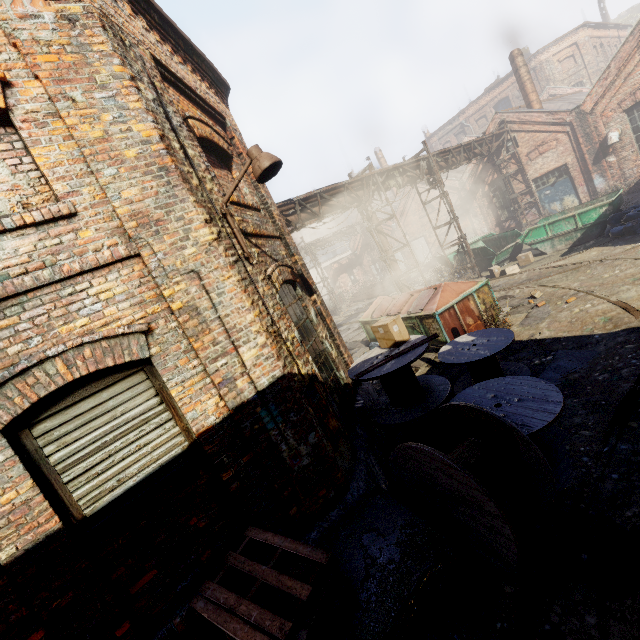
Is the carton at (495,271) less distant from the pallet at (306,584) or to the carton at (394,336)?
the carton at (394,336)

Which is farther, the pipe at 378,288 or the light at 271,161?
the pipe at 378,288

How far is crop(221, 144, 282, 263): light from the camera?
4.0m

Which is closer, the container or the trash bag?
the trash bag

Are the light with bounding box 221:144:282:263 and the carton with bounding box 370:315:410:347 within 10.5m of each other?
yes

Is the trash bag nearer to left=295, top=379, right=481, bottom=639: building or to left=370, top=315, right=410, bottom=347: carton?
left=295, top=379, right=481, bottom=639: building

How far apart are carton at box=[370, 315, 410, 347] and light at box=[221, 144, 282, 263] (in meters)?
2.64

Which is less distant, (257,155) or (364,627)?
(364,627)
